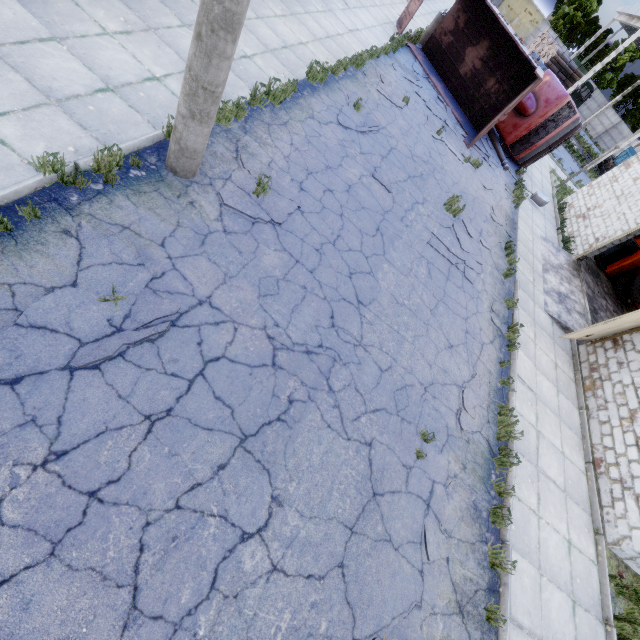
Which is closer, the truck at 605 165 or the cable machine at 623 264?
the cable machine at 623 264

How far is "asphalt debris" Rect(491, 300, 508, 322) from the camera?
9.1m

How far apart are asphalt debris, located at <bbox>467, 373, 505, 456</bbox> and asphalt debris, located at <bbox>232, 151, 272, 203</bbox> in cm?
497

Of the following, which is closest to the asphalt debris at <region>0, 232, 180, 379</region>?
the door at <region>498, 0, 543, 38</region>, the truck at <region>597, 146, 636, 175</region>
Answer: the truck at <region>597, 146, 636, 175</region>

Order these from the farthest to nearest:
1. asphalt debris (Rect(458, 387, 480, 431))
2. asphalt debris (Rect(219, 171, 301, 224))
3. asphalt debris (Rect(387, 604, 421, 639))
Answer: asphalt debris (Rect(458, 387, 480, 431)), asphalt debris (Rect(219, 171, 301, 224)), asphalt debris (Rect(387, 604, 421, 639))

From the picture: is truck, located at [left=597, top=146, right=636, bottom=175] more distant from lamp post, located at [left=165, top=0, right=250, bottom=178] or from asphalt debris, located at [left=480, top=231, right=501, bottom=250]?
lamp post, located at [left=165, top=0, right=250, bottom=178]

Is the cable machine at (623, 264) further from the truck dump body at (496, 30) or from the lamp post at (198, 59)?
the lamp post at (198, 59)

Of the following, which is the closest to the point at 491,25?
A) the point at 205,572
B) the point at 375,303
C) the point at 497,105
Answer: the point at 497,105
